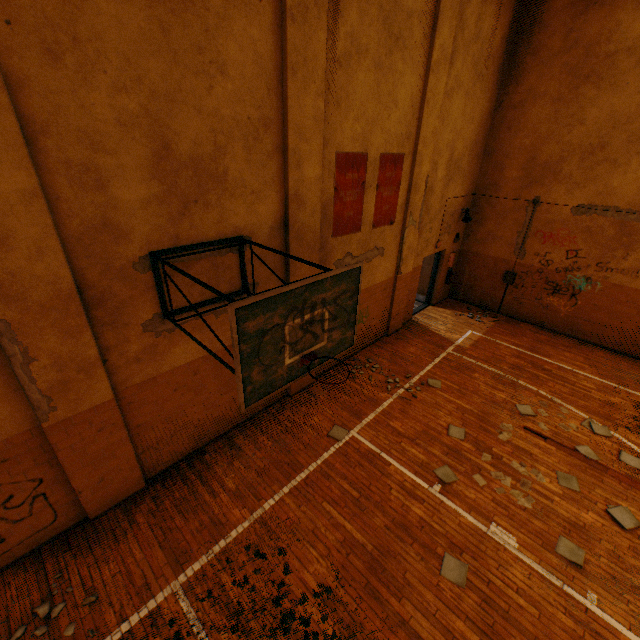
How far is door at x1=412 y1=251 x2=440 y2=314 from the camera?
11.4 meters

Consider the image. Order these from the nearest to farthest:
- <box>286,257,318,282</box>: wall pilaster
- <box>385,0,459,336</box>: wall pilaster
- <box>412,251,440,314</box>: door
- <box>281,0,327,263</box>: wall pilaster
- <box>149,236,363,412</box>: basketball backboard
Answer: <box>149,236,363,412</box>: basketball backboard < <box>281,0,327,263</box>: wall pilaster < <box>286,257,318,282</box>: wall pilaster < <box>385,0,459,336</box>: wall pilaster < <box>412,251,440,314</box>: door

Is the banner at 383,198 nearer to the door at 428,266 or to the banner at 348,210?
the banner at 348,210

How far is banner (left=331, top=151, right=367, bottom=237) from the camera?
6.1m

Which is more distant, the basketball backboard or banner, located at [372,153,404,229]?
banner, located at [372,153,404,229]

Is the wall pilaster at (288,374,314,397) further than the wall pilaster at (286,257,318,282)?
Yes

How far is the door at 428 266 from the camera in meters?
11.4

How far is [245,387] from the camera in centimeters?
313cm
